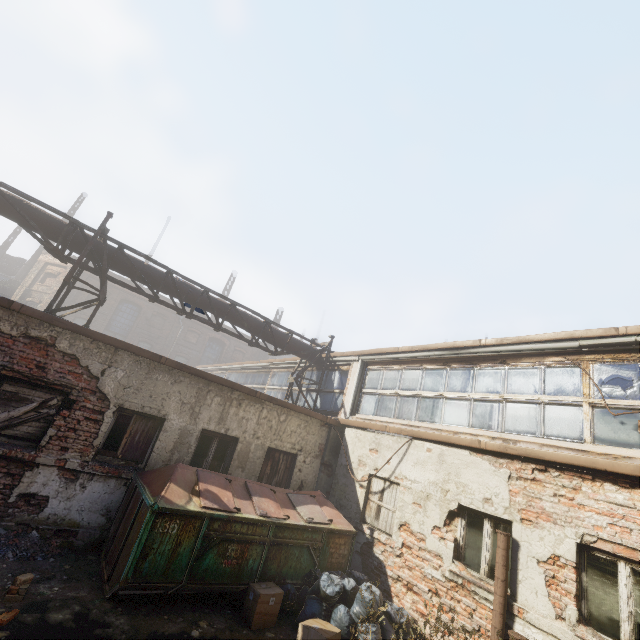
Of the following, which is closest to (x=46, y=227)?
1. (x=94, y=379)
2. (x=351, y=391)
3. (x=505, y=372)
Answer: (x=94, y=379)

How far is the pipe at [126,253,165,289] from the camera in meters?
9.3 m

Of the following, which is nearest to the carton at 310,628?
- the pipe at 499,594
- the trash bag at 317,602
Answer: the trash bag at 317,602

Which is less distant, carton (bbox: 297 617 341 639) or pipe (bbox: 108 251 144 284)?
carton (bbox: 297 617 341 639)

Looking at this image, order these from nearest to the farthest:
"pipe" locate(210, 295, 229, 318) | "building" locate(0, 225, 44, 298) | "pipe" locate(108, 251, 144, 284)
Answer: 1. "pipe" locate(108, 251, 144, 284)
2. "pipe" locate(210, 295, 229, 318)
3. "building" locate(0, 225, 44, 298)

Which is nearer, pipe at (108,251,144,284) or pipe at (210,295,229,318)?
pipe at (108,251,144,284)

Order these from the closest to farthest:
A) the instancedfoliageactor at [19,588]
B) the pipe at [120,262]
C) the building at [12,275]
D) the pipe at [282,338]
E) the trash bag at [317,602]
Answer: the instancedfoliageactor at [19,588] → the trash bag at [317,602] → the pipe at [120,262] → the pipe at [282,338] → the building at [12,275]

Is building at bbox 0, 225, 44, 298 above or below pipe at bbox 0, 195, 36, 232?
above
